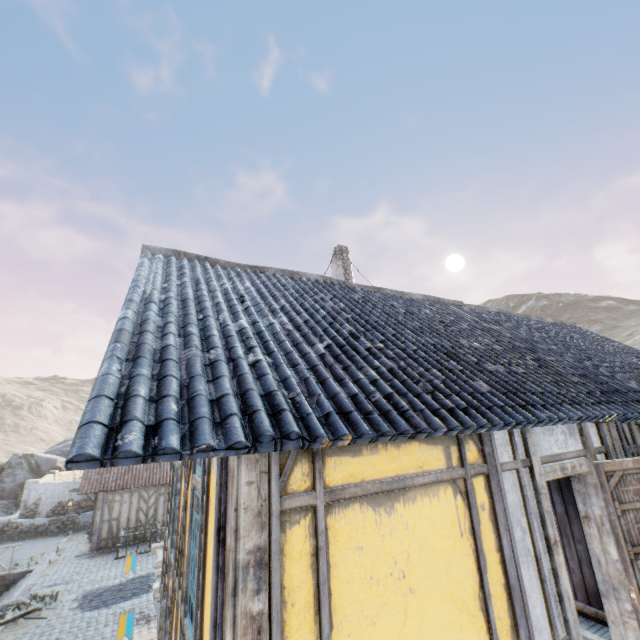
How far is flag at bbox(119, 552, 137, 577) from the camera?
8.81m

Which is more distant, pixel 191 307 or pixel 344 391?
pixel 191 307

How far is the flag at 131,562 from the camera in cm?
881

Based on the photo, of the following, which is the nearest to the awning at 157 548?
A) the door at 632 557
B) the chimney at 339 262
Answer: the chimney at 339 262

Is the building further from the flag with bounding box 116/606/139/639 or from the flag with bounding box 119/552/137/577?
the flag with bounding box 119/552/137/577

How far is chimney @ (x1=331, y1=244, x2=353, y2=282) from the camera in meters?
11.4

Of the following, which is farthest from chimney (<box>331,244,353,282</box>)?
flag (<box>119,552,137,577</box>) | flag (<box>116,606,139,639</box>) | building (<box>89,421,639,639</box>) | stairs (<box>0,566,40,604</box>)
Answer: stairs (<box>0,566,40,604</box>)

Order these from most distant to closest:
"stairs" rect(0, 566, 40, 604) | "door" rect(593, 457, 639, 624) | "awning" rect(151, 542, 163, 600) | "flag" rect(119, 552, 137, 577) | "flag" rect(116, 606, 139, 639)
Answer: "stairs" rect(0, 566, 40, 604) < "flag" rect(119, 552, 137, 577) < "awning" rect(151, 542, 163, 600) < "flag" rect(116, 606, 139, 639) < "door" rect(593, 457, 639, 624)
